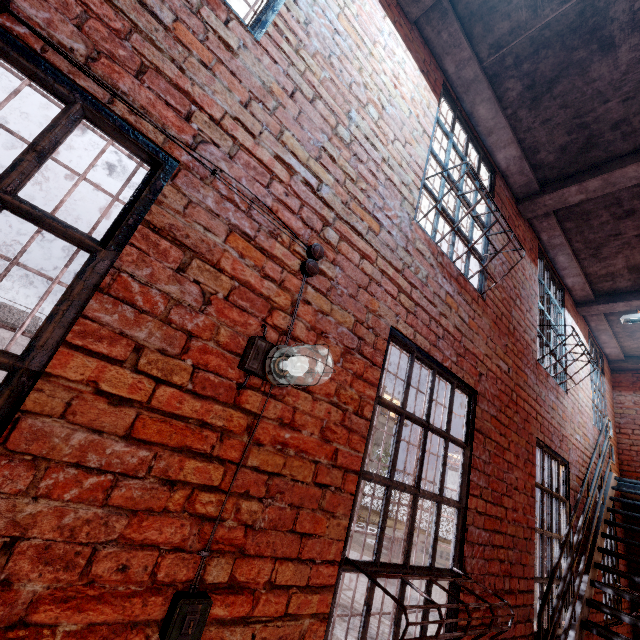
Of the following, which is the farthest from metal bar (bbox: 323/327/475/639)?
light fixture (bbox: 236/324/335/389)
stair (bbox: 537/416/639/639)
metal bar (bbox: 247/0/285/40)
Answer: metal bar (bbox: 247/0/285/40)

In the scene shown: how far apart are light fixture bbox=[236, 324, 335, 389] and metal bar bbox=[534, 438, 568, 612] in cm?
372

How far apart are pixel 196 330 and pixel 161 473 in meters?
0.6 m

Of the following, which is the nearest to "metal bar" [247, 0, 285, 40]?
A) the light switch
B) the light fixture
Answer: the light fixture

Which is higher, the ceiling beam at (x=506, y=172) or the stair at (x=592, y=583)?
the ceiling beam at (x=506, y=172)

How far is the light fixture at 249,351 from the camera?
1.43m

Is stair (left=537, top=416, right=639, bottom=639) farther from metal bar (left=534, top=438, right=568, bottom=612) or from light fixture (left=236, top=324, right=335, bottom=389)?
light fixture (left=236, top=324, right=335, bottom=389)

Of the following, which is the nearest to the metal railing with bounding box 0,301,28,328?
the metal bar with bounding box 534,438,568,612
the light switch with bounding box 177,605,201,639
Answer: the light switch with bounding box 177,605,201,639
